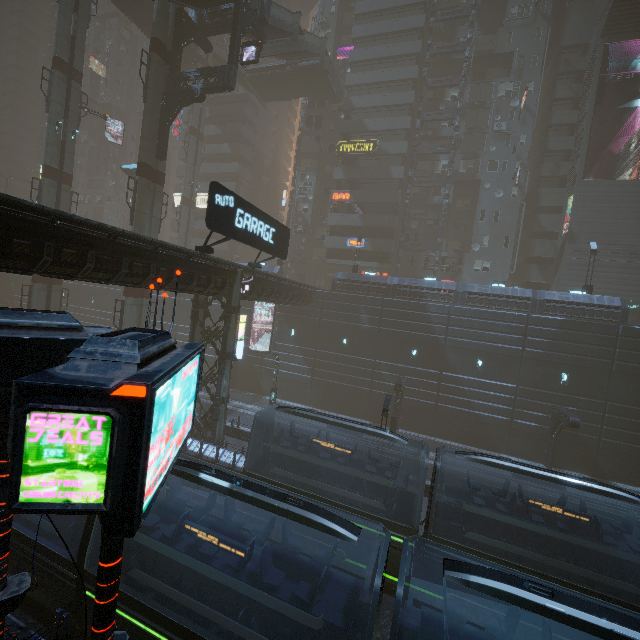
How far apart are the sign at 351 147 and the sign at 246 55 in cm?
2003

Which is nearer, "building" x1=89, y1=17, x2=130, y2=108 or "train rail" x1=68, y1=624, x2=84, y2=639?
"train rail" x1=68, y1=624, x2=84, y2=639

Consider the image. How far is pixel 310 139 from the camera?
44.94m

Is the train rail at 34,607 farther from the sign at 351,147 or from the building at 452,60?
the sign at 351,147

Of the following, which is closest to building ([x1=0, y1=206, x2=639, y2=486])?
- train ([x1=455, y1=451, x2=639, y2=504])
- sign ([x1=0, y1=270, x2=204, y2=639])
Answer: sign ([x1=0, y1=270, x2=204, y2=639])

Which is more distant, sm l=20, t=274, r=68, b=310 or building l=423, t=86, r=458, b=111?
building l=423, t=86, r=458, b=111

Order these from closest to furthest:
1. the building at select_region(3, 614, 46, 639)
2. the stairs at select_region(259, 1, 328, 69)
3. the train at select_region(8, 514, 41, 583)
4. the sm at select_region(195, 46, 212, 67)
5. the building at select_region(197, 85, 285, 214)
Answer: Answer: the building at select_region(3, 614, 46, 639) → the train at select_region(8, 514, 41, 583) → the stairs at select_region(259, 1, 328, 69) → the sm at select_region(195, 46, 212, 67) → the building at select_region(197, 85, 285, 214)

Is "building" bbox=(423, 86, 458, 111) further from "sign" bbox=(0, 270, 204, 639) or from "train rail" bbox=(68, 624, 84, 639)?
"sign" bbox=(0, 270, 204, 639)
